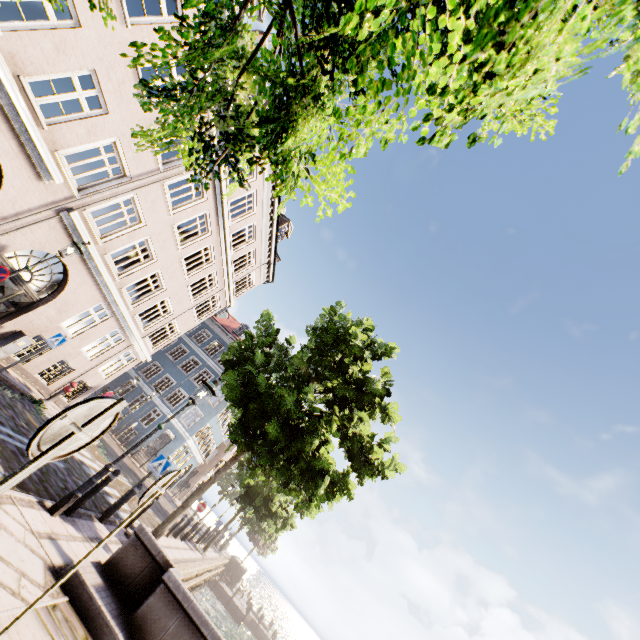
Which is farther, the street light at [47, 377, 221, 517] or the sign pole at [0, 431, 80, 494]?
the street light at [47, 377, 221, 517]

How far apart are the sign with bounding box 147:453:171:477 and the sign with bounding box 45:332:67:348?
5.4m

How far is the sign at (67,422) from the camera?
1.93m

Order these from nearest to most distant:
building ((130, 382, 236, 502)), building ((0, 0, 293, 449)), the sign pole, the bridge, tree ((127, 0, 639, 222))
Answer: tree ((127, 0, 639, 222))
the sign pole
the bridge
building ((0, 0, 293, 449))
building ((130, 382, 236, 502))

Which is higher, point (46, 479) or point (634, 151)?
point (634, 151)

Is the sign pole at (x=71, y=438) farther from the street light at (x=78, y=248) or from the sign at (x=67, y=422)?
the street light at (x=78, y=248)

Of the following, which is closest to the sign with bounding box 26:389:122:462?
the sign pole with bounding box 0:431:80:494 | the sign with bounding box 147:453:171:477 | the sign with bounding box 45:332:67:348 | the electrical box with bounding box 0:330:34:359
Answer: the sign pole with bounding box 0:431:80:494

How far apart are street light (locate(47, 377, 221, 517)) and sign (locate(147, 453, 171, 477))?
3.06m
